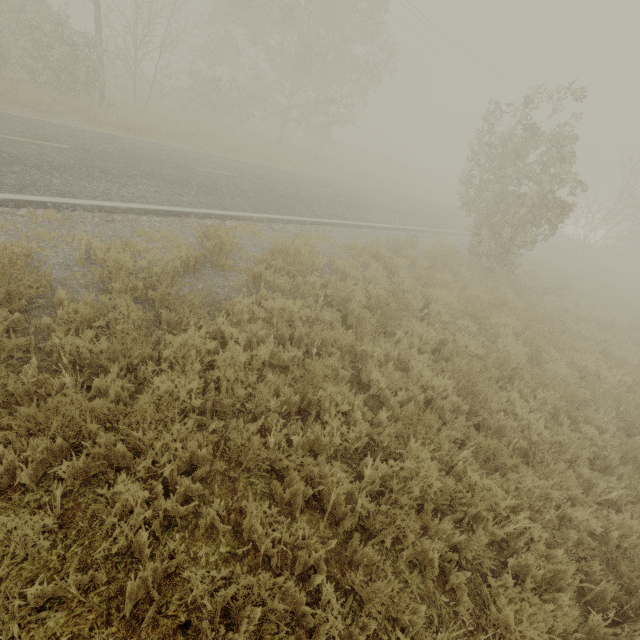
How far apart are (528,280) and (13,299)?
13.7 meters
